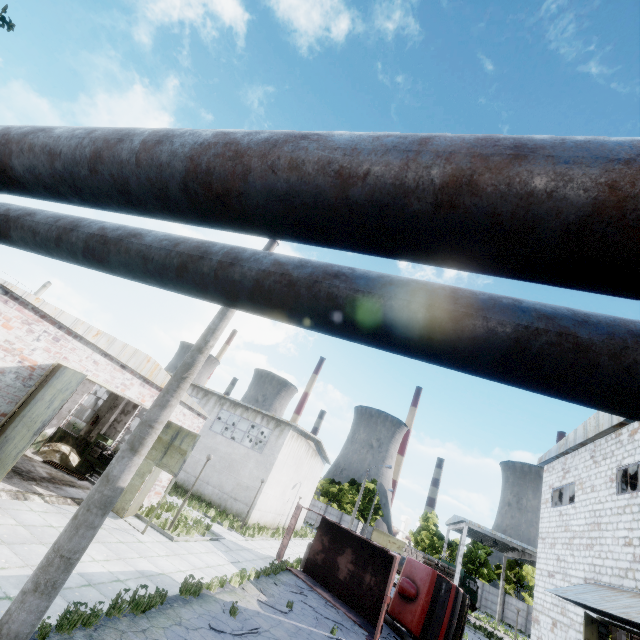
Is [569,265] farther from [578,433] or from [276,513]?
[276,513]

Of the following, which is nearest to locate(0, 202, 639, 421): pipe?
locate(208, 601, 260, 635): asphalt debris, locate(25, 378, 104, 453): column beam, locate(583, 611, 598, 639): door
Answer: locate(25, 378, 104, 453): column beam

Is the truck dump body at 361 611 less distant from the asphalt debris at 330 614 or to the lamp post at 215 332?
the asphalt debris at 330 614

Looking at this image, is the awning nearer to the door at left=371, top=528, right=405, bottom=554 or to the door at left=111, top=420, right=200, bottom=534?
the door at left=111, top=420, right=200, bottom=534

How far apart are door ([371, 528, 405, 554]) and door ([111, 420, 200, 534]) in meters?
54.2

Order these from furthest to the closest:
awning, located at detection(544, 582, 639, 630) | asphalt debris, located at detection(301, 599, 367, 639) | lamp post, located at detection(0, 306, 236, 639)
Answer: asphalt debris, located at detection(301, 599, 367, 639) < awning, located at detection(544, 582, 639, 630) < lamp post, located at detection(0, 306, 236, 639)

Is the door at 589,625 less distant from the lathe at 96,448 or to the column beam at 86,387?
the lathe at 96,448
